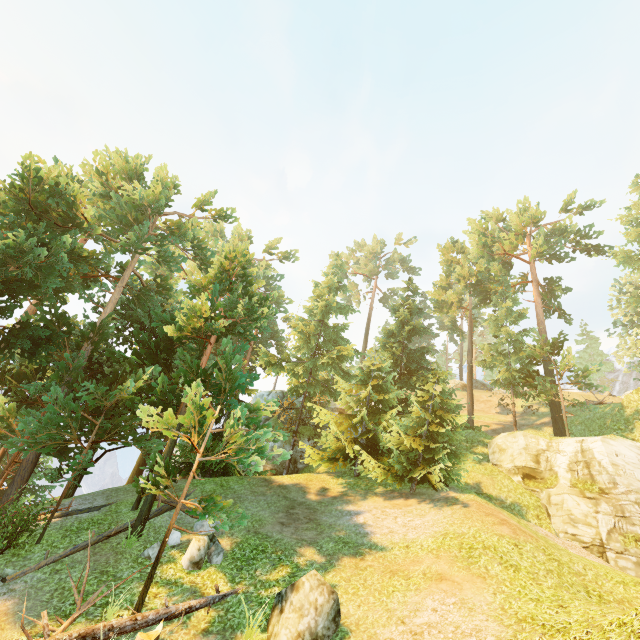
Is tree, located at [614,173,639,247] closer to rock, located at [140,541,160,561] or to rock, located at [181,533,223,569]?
rock, located at [140,541,160,561]

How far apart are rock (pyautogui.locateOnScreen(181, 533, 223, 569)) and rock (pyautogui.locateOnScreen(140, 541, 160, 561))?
0.8 meters

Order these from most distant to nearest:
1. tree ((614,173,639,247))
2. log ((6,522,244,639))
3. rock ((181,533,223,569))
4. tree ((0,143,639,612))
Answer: tree ((614,173,639,247)), tree ((0,143,639,612)), rock ((181,533,223,569)), log ((6,522,244,639))

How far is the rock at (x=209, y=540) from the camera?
10.8m

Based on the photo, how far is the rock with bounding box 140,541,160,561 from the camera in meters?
11.2

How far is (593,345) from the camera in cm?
5684

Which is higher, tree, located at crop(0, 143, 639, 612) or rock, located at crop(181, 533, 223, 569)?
tree, located at crop(0, 143, 639, 612)

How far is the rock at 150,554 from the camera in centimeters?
1123cm
